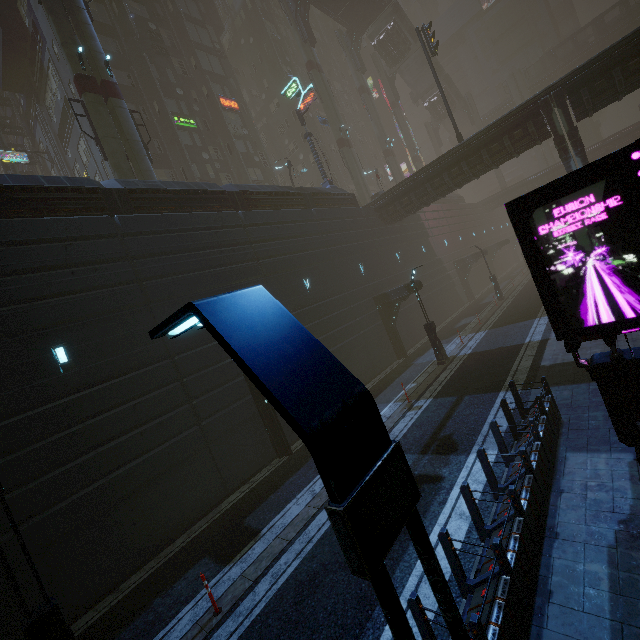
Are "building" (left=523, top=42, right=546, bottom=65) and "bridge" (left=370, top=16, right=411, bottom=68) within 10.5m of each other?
no

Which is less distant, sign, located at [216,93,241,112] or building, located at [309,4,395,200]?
sign, located at [216,93,241,112]

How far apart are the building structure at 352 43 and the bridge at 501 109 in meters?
29.3 m

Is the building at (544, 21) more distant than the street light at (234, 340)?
Yes

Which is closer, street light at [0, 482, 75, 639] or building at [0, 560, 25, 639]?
street light at [0, 482, 75, 639]

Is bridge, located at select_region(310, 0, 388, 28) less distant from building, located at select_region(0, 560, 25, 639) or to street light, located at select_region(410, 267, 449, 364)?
building, located at select_region(0, 560, 25, 639)

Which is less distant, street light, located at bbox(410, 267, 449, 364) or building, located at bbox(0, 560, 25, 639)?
building, located at bbox(0, 560, 25, 639)

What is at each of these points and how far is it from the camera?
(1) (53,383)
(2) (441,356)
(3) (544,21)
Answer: (1) building, 10.0 meters
(2) street light, 17.9 meters
(3) building, 59.8 meters
